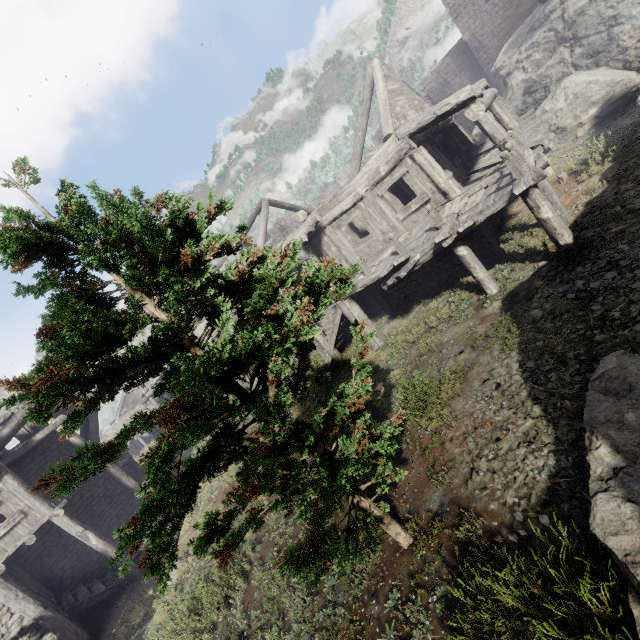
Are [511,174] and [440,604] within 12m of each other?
yes

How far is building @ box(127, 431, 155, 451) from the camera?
40.91m

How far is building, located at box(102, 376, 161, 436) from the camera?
29.86m

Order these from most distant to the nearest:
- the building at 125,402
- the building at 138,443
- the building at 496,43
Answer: the building at 138,443
the building at 125,402
the building at 496,43

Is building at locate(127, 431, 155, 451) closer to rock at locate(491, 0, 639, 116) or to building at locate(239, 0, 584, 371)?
building at locate(239, 0, 584, 371)

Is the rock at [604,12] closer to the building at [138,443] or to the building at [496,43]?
the building at [496,43]

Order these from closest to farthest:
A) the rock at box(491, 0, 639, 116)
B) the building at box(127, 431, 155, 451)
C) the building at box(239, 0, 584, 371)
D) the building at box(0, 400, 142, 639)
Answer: the building at box(239, 0, 584, 371) < the building at box(0, 400, 142, 639) < the rock at box(491, 0, 639, 116) < the building at box(127, 431, 155, 451)

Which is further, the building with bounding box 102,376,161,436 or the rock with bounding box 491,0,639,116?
the building with bounding box 102,376,161,436
